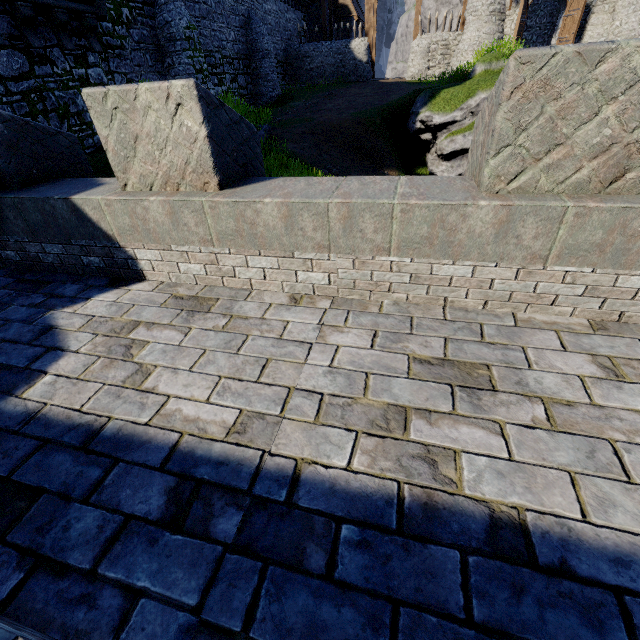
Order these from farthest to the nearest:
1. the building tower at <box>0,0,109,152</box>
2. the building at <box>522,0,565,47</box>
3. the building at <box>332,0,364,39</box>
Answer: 1. the building at <box>332,0,364,39</box>
2. the building at <box>522,0,565,47</box>
3. the building tower at <box>0,0,109,152</box>

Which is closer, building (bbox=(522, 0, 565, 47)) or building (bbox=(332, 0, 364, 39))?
building (bbox=(522, 0, 565, 47))

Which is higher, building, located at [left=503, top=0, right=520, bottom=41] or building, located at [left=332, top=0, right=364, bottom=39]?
building, located at [left=332, top=0, right=364, bottom=39]

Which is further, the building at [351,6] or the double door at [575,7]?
the building at [351,6]

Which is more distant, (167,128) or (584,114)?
(167,128)

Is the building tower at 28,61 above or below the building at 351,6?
below

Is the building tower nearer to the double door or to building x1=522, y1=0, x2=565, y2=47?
building x1=522, y1=0, x2=565, y2=47

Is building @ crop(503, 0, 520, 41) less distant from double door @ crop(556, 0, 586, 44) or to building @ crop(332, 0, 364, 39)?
double door @ crop(556, 0, 586, 44)
